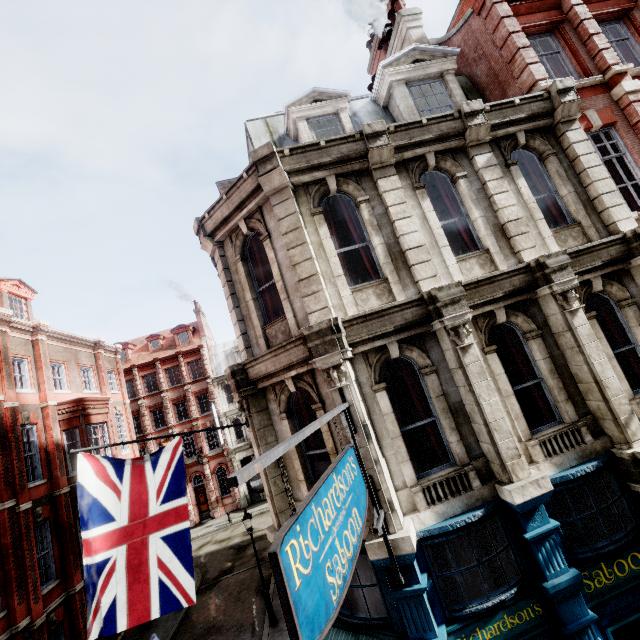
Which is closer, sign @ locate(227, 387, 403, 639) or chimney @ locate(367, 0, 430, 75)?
sign @ locate(227, 387, 403, 639)

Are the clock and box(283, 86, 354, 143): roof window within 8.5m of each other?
no

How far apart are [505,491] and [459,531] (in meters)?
1.07

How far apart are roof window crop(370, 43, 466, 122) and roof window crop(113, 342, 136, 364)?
38.4m

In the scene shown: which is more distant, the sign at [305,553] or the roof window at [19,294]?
the roof window at [19,294]

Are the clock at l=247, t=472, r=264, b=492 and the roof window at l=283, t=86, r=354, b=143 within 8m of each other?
no

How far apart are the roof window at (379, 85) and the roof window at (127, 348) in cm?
3837

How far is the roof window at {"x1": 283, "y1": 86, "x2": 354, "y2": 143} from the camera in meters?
8.7 m
